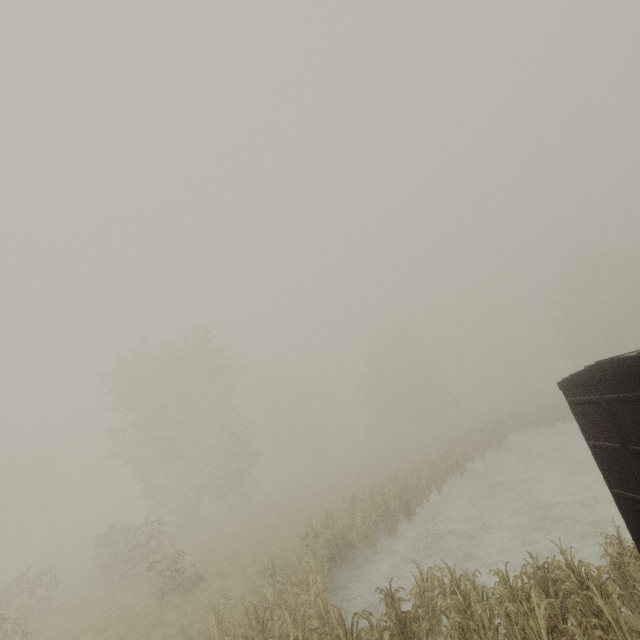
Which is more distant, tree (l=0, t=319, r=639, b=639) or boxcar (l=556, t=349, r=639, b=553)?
tree (l=0, t=319, r=639, b=639)

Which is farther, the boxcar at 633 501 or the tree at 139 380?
the tree at 139 380

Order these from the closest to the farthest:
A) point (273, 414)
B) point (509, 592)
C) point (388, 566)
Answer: point (509, 592) → point (388, 566) → point (273, 414)
